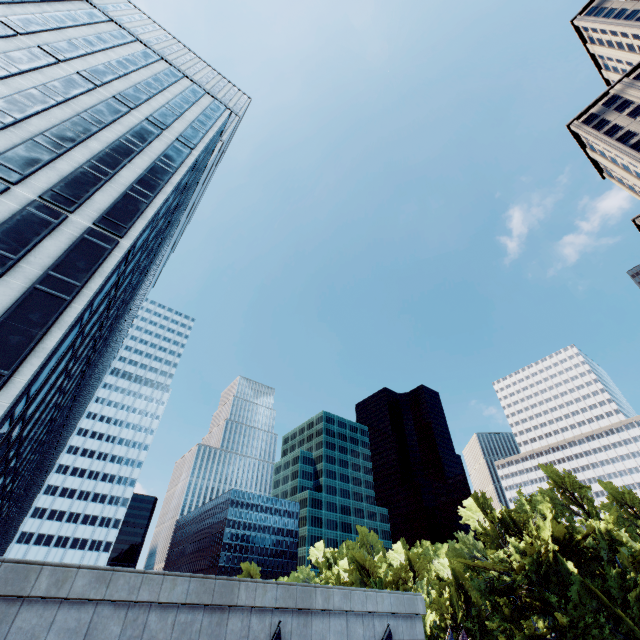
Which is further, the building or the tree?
the tree

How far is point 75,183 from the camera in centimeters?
2170cm

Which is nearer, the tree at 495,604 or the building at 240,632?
the building at 240,632
